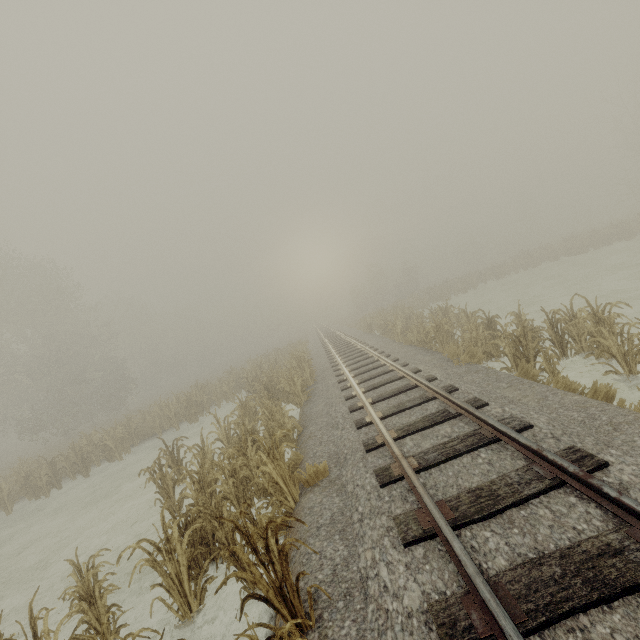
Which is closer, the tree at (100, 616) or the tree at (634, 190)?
the tree at (100, 616)

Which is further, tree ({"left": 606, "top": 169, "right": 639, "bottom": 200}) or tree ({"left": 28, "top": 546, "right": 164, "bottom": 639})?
tree ({"left": 606, "top": 169, "right": 639, "bottom": 200})

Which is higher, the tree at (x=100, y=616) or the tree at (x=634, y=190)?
the tree at (x=634, y=190)

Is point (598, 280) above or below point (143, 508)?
below

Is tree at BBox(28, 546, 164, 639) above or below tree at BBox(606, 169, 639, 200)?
below
